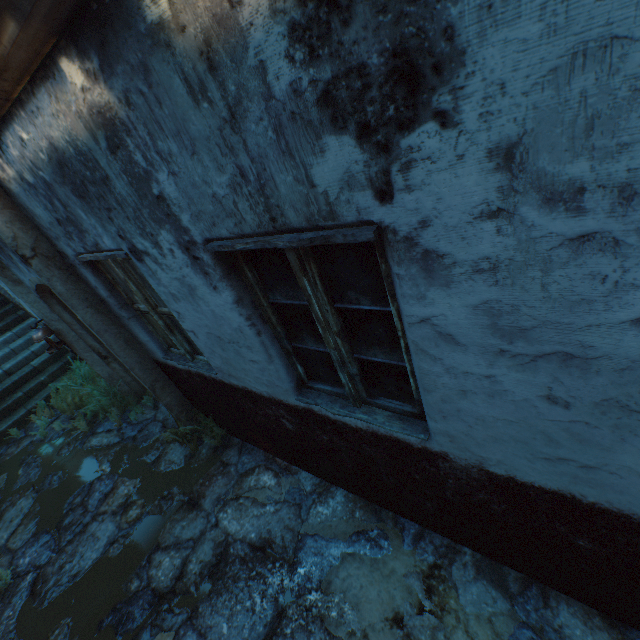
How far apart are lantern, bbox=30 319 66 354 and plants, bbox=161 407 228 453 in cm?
191

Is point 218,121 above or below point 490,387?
above

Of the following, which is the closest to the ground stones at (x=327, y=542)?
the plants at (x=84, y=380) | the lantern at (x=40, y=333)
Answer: the plants at (x=84, y=380)

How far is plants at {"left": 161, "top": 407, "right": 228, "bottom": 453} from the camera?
4.3m

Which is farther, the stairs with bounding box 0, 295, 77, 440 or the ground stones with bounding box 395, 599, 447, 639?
the stairs with bounding box 0, 295, 77, 440

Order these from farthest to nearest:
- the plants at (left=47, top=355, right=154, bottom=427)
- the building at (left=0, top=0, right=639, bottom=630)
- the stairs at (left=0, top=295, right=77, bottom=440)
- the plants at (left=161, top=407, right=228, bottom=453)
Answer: the stairs at (left=0, top=295, right=77, bottom=440)
the plants at (left=47, top=355, right=154, bottom=427)
the plants at (left=161, top=407, right=228, bottom=453)
the building at (left=0, top=0, right=639, bottom=630)

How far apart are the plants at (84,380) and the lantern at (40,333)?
1.0 meters

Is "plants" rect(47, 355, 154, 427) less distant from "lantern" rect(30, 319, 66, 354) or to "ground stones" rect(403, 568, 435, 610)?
"ground stones" rect(403, 568, 435, 610)
